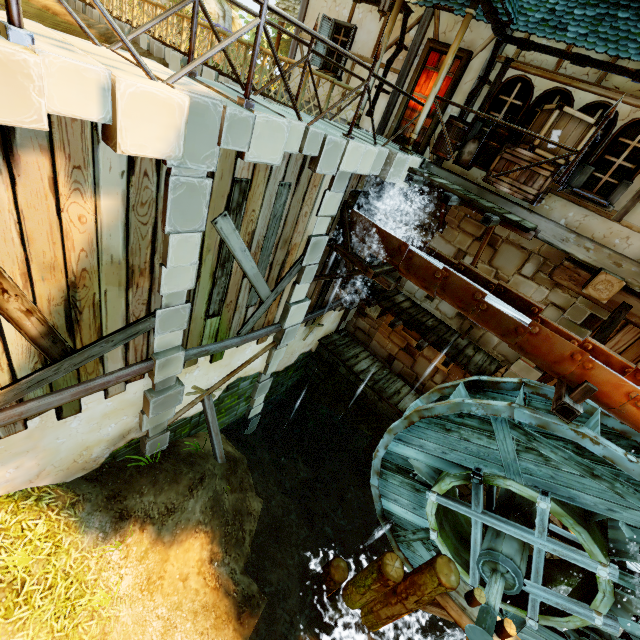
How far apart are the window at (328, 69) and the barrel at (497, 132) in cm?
486

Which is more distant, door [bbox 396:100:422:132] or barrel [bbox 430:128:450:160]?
door [bbox 396:100:422:132]

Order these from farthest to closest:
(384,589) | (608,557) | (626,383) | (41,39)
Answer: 1. (384,589)
2. (608,557)
3. (626,383)
4. (41,39)

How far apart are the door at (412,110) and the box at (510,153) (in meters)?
2.22

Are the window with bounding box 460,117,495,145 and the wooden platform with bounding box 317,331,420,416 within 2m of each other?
no

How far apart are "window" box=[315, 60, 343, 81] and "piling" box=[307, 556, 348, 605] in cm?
1196

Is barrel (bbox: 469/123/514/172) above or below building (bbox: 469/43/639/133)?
below

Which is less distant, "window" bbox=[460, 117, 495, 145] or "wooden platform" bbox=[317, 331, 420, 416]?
"window" bbox=[460, 117, 495, 145]
